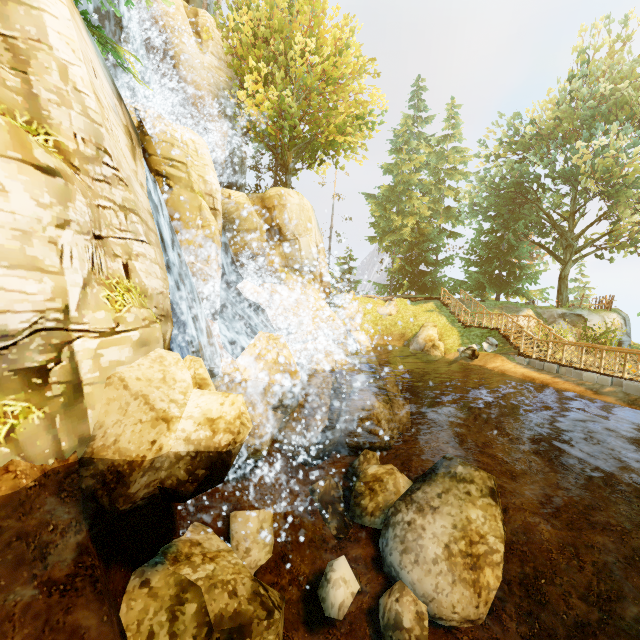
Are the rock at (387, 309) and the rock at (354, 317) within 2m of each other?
yes

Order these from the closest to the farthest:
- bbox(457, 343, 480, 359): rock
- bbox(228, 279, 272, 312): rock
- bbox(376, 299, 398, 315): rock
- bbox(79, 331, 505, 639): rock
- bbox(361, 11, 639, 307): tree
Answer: bbox(79, 331, 505, 639): rock, bbox(228, 279, 272, 312): rock, bbox(457, 343, 480, 359): rock, bbox(361, 11, 639, 307): tree, bbox(376, 299, 398, 315): rock

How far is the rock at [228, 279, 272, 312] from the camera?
15.98m

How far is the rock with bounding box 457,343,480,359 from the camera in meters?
17.5 m

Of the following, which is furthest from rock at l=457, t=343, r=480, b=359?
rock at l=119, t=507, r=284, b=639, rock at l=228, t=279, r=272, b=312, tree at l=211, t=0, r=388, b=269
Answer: rock at l=119, t=507, r=284, b=639

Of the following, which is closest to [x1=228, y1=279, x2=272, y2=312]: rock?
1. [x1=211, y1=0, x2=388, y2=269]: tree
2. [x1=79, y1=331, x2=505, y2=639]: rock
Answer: [x1=79, y1=331, x2=505, y2=639]: rock

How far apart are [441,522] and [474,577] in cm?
136

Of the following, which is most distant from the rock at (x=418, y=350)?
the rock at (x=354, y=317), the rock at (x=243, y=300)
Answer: the rock at (x=243, y=300)
